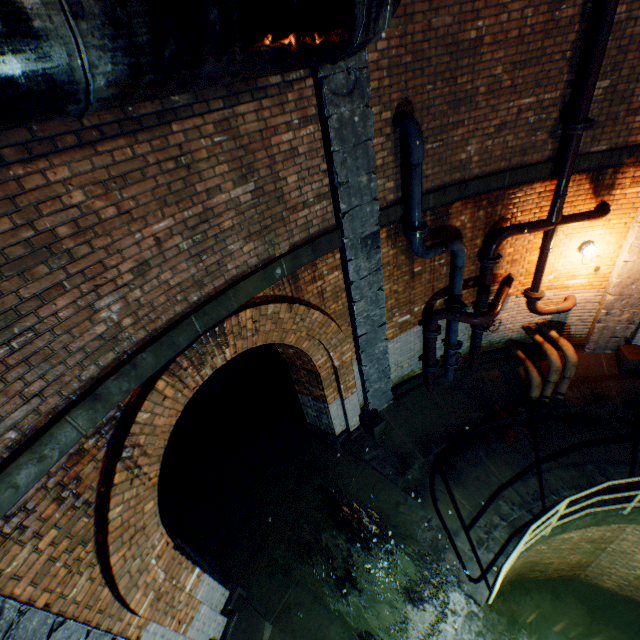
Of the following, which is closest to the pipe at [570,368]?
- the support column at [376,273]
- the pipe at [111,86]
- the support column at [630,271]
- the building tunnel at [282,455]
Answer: the support column at [630,271]

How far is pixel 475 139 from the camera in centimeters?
497cm

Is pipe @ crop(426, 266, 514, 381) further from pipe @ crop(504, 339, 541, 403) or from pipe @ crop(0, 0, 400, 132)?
pipe @ crop(0, 0, 400, 132)

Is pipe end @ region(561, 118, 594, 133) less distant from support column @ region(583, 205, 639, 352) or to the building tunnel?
support column @ region(583, 205, 639, 352)

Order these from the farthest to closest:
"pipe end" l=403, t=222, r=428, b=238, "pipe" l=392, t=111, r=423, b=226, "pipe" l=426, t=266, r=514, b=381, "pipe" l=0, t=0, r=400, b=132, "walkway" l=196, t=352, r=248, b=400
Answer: "walkway" l=196, t=352, r=248, b=400 → "pipe" l=426, t=266, r=514, b=381 → "pipe end" l=403, t=222, r=428, b=238 → "pipe" l=392, t=111, r=423, b=226 → "pipe" l=0, t=0, r=400, b=132

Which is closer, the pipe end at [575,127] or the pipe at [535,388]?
the pipe end at [575,127]

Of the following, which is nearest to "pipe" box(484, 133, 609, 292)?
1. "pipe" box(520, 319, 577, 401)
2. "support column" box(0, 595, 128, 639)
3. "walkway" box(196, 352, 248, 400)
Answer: "pipe" box(520, 319, 577, 401)

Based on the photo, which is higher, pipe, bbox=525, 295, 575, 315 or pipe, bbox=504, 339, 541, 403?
pipe, bbox=525, 295, 575, 315
